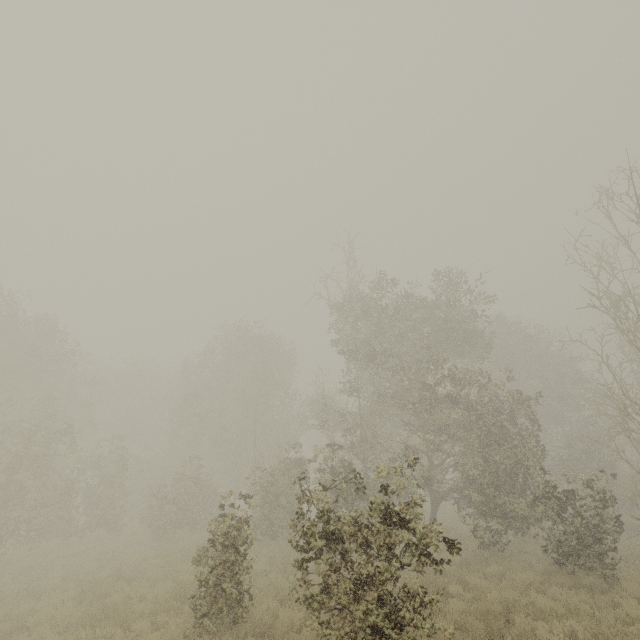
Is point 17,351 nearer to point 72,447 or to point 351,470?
point 72,447
